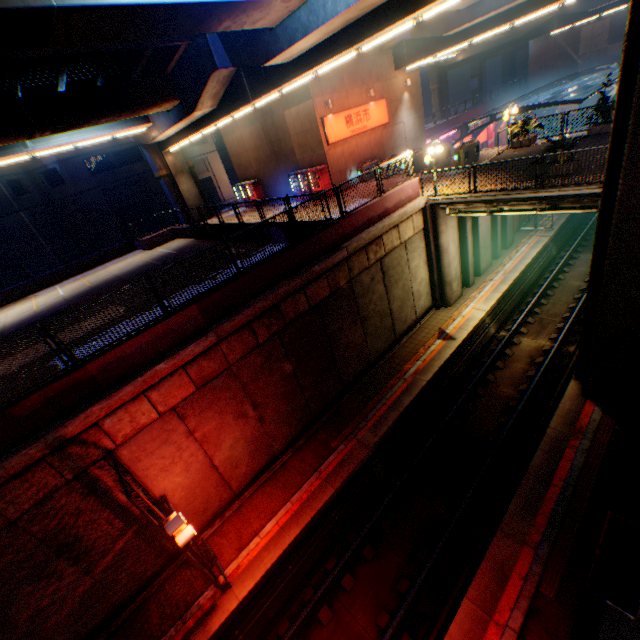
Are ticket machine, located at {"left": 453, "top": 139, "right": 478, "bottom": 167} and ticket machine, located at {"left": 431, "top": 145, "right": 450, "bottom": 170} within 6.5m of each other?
yes

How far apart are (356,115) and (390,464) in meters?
22.0

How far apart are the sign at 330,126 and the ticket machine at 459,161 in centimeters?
738cm

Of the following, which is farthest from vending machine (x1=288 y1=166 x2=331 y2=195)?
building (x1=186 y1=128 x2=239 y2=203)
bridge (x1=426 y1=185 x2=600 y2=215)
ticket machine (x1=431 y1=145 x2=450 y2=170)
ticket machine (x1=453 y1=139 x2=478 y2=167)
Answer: building (x1=186 y1=128 x2=239 y2=203)

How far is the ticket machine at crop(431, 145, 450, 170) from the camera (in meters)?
19.20

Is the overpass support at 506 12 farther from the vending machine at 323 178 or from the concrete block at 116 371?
the vending machine at 323 178

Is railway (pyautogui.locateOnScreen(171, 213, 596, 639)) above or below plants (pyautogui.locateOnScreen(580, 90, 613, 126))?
below

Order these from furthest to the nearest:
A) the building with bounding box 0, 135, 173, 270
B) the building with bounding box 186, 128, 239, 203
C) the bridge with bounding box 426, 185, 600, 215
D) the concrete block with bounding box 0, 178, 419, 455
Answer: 1. the building with bounding box 186, 128, 239, 203
2. the building with bounding box 0, 135, 173, 270
3. the bridge with bounding box 426, 185, 600, 215
4. the concrete block with bounding box 0, 178, 419, 455
